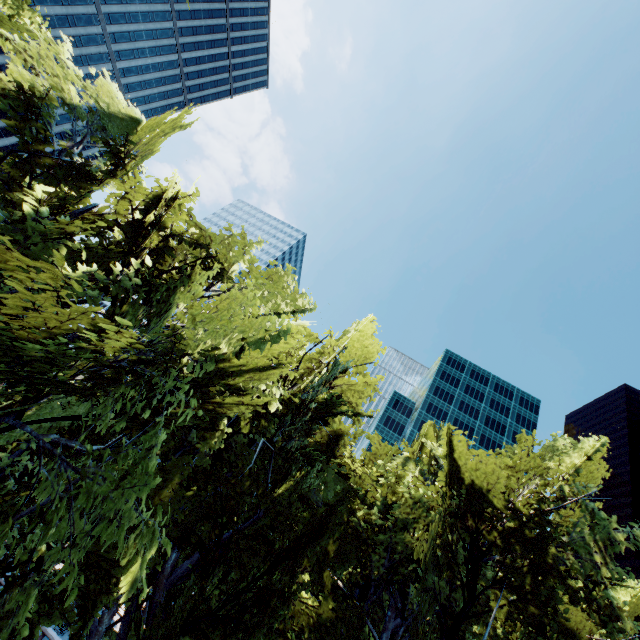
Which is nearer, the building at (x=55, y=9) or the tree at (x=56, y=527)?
the tree at (x=56, y=527)

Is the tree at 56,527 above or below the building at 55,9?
below

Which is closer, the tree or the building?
the tree

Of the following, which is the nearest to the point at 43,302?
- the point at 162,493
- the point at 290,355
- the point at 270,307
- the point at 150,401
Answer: the point at 150,401

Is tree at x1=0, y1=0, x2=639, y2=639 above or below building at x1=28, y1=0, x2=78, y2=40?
below
